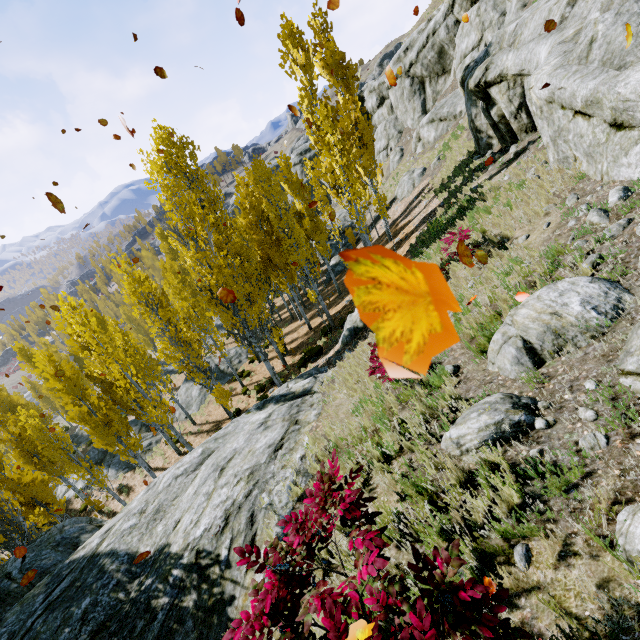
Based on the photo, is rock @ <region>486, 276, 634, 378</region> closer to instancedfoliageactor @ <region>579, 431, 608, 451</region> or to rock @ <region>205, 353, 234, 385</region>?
instancedfoliageactor @ <region>579, 431, 608, 451</region>

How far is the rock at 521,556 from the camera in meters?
2.7

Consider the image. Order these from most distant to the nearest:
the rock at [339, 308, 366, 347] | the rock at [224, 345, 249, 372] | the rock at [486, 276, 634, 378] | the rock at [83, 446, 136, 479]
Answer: the rock at [224, 345, 249, 372]
the rock at [83, 446, 136, 479]
the rock at [339, 308, 366, 347]
the rock at [486, 276, 634, 378]

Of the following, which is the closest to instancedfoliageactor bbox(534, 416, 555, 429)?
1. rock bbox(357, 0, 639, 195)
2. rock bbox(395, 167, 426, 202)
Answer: rock bbox(357, 0, 639, 195)

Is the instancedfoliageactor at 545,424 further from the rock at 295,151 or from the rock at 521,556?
the rock at 521,556

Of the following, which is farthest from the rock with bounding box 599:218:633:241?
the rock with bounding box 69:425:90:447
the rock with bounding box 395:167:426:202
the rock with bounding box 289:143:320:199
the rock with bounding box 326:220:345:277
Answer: the rock with bounding box 69:425:90:447

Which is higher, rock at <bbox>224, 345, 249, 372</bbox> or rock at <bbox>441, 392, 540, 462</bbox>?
rock at <bbox>441, 392, 540, 462</bbox>

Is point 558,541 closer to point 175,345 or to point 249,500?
point 249,500
